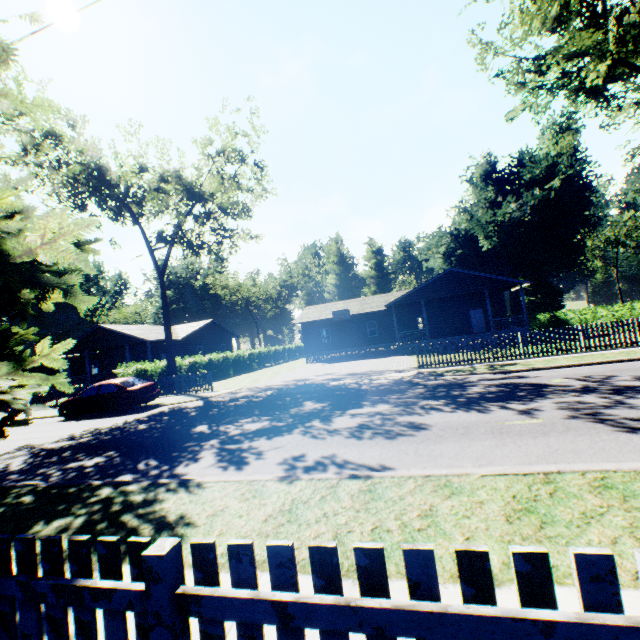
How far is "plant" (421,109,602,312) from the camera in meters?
33.9

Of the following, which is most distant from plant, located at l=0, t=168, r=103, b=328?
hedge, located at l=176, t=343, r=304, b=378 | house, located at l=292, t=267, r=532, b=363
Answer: house, located at l=292, t=267, r=532, b=363

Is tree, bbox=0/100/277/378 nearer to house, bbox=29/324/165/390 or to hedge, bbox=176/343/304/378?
hedge, bbox=176/343/304/378

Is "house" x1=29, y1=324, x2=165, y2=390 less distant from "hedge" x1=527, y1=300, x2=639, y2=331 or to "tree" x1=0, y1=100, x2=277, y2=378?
"tree" x1=0, y1=100, x2=277, y2=378

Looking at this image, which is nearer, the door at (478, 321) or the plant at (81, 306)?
the plant at (81, 306)

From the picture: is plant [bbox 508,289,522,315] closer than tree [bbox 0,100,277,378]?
No

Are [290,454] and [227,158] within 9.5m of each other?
no

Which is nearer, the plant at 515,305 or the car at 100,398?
the car at 100,398
